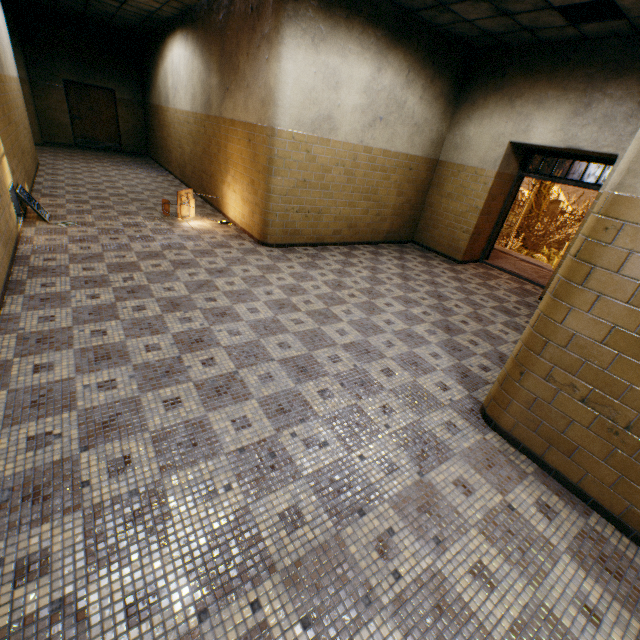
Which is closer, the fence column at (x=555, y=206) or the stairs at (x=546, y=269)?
the stairs at (x=546, y=269)

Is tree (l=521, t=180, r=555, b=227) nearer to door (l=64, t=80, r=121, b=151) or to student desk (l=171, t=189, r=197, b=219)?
student desk (l=171, t=189, r=197, b=219)

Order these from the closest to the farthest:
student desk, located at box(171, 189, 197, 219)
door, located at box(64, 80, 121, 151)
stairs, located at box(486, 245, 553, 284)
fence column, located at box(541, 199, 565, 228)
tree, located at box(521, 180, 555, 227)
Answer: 1. student desk, located at box(171, 189, 197, 219)
2. stairs, located at box(486, 245, 553, 284)
3. door, located at box(64, 80, 121, 151)
4. tree, located at box(521, 180, 555, 227)
5. fence column, located at box(541, 199, 565, 228)

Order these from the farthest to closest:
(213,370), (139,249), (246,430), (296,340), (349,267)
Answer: (349,267), (139,249), (296,340), (213,370), (246,430)

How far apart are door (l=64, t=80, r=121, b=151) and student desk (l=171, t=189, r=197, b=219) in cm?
987

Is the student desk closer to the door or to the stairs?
the stairs

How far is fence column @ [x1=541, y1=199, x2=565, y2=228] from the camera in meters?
19.7 m

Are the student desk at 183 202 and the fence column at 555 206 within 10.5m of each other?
no
